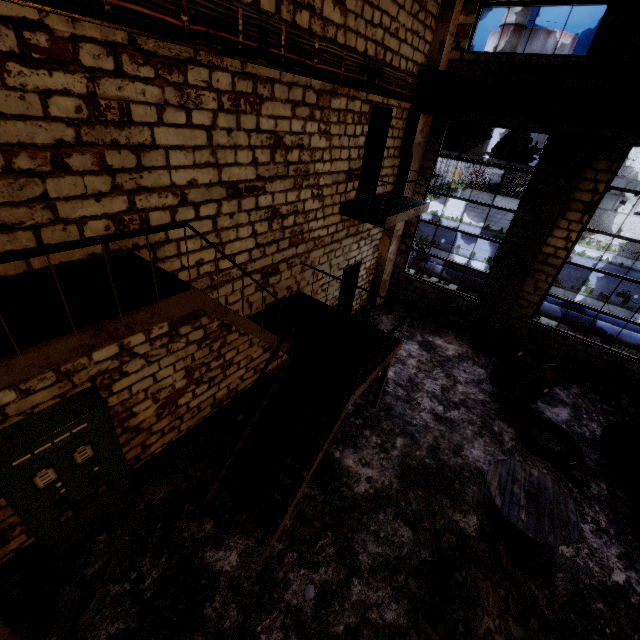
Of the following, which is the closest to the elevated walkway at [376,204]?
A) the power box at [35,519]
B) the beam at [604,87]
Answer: the beam at [604,87]

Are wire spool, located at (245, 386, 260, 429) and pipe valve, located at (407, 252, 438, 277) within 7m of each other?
no

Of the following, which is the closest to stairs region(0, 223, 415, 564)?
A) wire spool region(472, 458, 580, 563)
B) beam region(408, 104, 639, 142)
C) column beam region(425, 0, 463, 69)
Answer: wire spool region(472, 458, 580, 563)

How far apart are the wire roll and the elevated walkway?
6.09m

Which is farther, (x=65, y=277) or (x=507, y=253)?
(x=507, y=253)

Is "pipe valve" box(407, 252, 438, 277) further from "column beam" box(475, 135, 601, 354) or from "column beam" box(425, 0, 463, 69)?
"column beam" box(425, 0, 463, 69)

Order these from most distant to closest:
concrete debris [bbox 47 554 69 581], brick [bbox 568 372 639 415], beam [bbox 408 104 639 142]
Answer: brick [bbox 568 372 639 415]
beam [bbox 408 104 639 142]
concrete debris [bbox 47 554 69 581]

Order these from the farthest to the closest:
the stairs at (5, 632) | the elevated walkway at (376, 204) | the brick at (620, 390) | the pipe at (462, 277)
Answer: the pipe at (462, 277) < the brick at (620, 390) < the elevated walkway at (376, 204) < the stairs at (5, 632)
